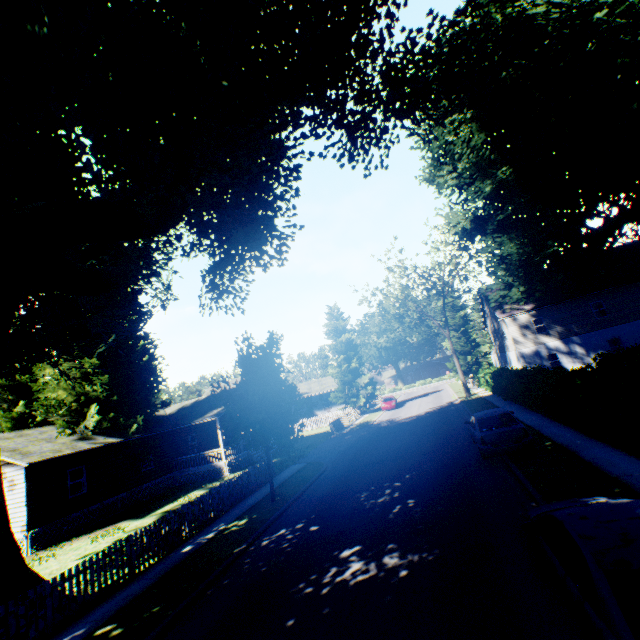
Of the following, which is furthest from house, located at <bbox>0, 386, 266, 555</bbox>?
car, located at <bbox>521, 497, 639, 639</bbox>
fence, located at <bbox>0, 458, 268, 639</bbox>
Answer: car, located at <bbox>521, 497, 639, 639</bbox>

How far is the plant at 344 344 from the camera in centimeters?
4306cm

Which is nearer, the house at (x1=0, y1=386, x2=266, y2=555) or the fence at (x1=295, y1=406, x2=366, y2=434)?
the house at (x1=0, y1=386, x2=266, y2=555)

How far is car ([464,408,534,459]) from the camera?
12.0 meters

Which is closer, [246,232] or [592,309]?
[246,232]

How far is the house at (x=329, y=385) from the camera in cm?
4888

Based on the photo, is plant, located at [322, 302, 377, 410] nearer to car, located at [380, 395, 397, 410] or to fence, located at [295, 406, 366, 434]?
fence, located at [295, 406, 366, 434]

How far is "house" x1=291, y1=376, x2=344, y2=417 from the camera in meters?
48.9 m
